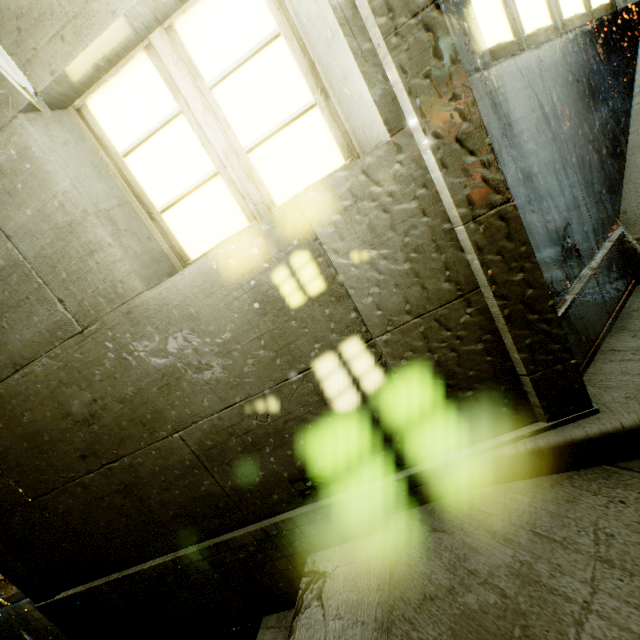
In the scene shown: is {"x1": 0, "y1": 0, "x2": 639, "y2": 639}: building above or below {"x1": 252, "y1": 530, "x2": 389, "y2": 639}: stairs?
above

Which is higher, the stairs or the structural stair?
the structural stair

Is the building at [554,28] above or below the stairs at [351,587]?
above

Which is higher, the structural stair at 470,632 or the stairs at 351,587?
the structural stair at 470,632

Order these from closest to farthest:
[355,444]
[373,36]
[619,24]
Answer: [373,36] < [355,444] < [619,24]
